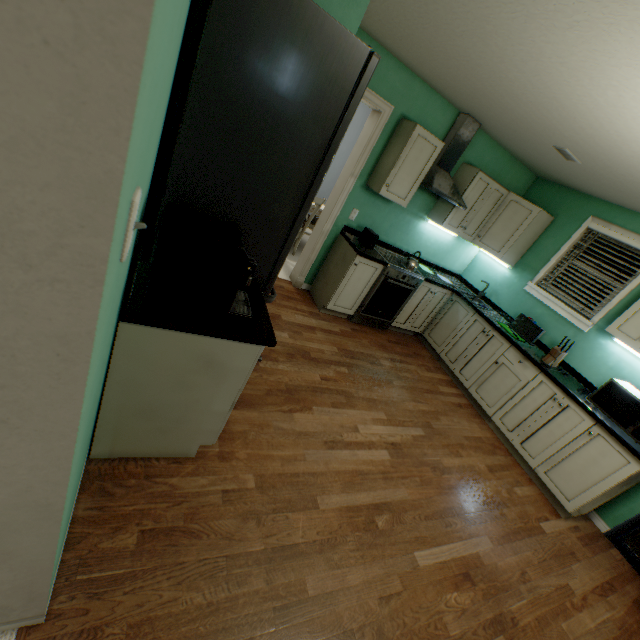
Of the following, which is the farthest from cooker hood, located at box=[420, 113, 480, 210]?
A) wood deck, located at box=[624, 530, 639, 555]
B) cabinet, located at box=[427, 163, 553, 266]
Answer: wood deck, located at box=[624, 530, 639, 555]

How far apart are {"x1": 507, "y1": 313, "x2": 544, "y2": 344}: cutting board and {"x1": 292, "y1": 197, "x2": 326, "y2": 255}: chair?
2.9m

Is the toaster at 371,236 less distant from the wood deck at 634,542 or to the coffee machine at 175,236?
the coffee machine at 175,236

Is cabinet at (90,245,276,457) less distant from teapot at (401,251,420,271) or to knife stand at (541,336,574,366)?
teapot at (401,251,420,271)

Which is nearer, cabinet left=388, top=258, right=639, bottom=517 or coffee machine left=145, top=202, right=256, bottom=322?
coffee machine left=145, top=202, right=256, bottom=322

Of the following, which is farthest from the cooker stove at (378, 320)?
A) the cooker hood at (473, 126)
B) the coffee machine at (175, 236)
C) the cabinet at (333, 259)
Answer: the coffee machine at (175, 236)

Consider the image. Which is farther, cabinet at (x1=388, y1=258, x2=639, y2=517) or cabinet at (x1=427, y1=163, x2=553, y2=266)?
cabinet at (x1=427, y1=163, x2=553, y2=266)

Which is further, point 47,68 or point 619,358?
point 619,358
